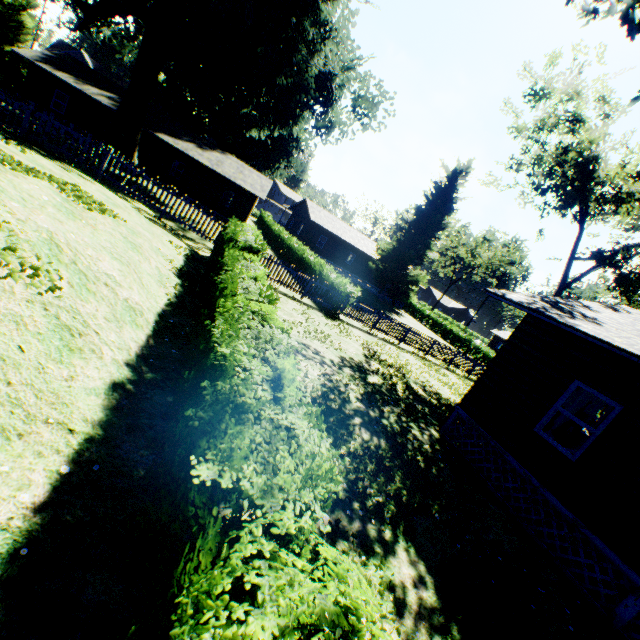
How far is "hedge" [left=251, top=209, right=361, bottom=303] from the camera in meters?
18.4 m

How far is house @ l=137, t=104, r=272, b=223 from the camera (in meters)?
29.19

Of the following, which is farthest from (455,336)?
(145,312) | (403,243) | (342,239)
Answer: (145,312)

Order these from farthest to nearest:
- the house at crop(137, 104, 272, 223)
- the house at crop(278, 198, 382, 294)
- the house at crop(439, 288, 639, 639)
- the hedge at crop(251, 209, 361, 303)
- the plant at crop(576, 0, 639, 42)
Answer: the house at crop(278, 198, 382, 294) < the house at crop(137, 104, 272, 223) < the hedge at crop(251, 209, 361, 303) < the house at crop(439, 288, 639, 639) < the plant at crop(576, 0, 639, 42)

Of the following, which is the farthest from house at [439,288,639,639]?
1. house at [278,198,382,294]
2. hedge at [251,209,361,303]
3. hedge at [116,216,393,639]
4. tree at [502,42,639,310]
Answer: house at [278,198,382,294]

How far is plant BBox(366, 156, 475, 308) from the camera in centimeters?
4012cm

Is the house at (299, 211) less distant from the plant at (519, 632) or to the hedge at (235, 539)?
the plant at (519, 632)

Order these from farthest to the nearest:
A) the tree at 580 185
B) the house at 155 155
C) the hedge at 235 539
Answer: the house at 155 155, the tree at 580 185, the hedge at 235 539
